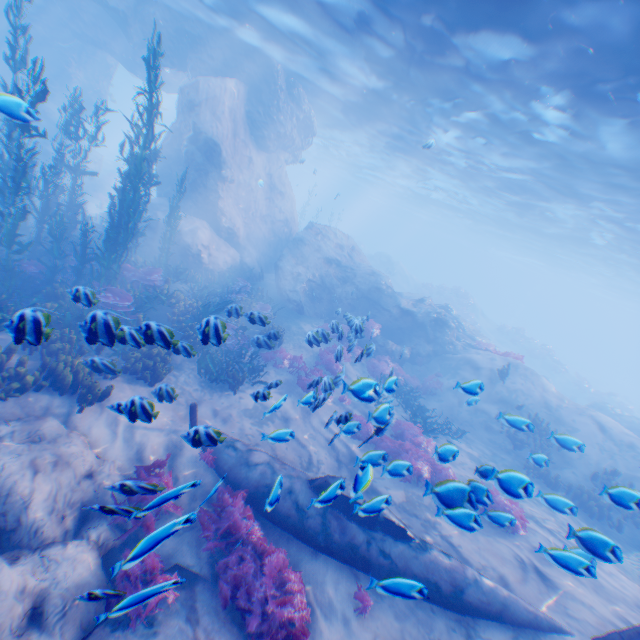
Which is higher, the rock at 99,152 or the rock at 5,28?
the rock at 5,28

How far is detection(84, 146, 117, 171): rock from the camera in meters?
24.9

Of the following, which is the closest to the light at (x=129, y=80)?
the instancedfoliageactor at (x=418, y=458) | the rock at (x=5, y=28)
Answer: the rock at (x=5, y=28)

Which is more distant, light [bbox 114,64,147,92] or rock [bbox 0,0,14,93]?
light [bbox 114,64,147,92]

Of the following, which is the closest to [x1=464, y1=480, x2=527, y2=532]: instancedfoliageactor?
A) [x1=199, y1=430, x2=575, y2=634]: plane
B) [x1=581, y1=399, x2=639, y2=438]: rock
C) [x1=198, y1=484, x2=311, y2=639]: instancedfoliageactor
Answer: [x1=199, y1=430, x2=575, y2=634]: plane

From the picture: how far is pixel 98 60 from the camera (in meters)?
23.44

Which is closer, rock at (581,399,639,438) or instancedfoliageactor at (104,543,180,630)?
instancedfoliageactor at (104,543,180,630)

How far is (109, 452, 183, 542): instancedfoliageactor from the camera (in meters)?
2.93
